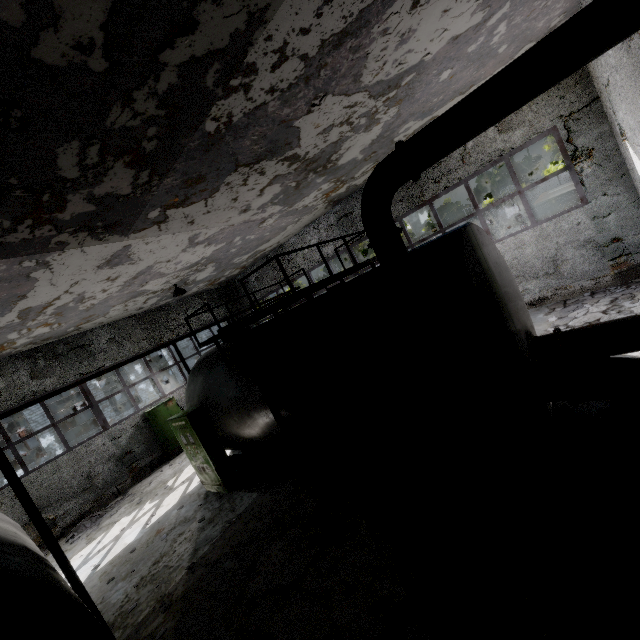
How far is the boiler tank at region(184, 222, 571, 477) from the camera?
4.54m

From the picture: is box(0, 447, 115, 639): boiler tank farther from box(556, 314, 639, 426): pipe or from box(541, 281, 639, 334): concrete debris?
box(541, 281, 639, 334): concrete debris

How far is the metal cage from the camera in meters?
11.8 m

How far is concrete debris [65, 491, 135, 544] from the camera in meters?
11.0

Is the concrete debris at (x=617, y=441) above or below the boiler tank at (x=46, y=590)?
below

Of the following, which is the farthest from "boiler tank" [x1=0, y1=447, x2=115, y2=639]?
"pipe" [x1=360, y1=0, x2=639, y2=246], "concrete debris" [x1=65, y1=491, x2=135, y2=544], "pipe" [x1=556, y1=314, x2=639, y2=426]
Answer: "pipe" [x1=360, y1=0, x2=639, y2=246]

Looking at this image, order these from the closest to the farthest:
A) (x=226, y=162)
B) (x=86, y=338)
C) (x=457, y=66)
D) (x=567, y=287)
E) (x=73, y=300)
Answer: (x=226, y=162)
(x=457, y=66)
(x=73, y=300)
(x=567, y=287)
(x=86, y=338)

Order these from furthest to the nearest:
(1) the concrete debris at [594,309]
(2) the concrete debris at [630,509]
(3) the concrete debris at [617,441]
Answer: (1) the concrete debris at [594,309]
(3) the concrete debris at [617,441]
(2) the concrete debris at [630,509]
